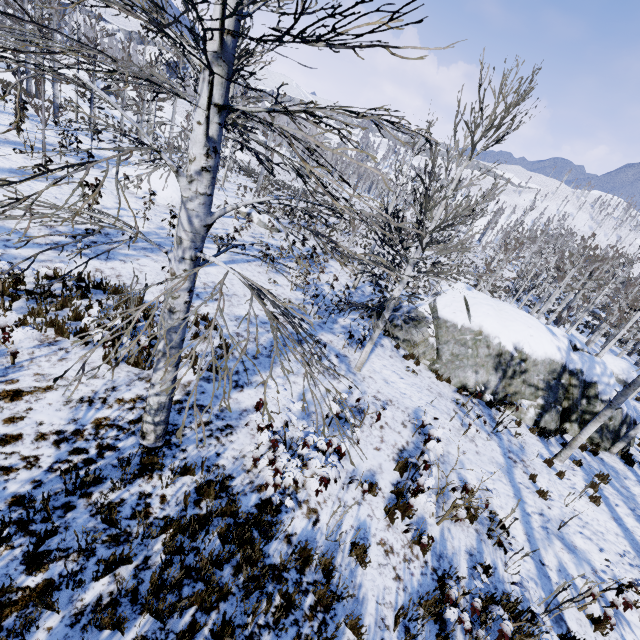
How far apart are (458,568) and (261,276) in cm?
1156

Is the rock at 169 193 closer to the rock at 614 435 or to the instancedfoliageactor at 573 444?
the instancedfoliageactor at 573 444

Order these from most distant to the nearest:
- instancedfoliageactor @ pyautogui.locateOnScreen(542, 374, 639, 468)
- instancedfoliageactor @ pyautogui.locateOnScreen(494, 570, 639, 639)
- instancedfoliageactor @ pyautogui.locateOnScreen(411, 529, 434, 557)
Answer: instancedfoliageactor @ pyautogui.locateOnScreen(542, 374, 639, 468) → instancedfoliageactor @ pyautogui.locateOnScreen(411, 529, 434, 557) → instancedfoliageactor @ pyautogui.locateOnScreen(494, 570, 639, 639)

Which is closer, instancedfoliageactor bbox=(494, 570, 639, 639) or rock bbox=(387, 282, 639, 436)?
instancedfoliageactor bbox=(494, 570, 639, 639)

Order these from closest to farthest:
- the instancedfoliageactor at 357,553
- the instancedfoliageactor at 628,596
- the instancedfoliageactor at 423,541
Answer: the instancedfoliageactor at 628,596 → the instancedfoliageactor at 357,553 → the instancedfoliageactor at 423,541

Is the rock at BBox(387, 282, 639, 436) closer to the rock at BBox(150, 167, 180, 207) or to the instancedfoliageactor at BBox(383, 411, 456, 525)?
the instancedfoliageactor at BBox(383, 411, 456, 525)

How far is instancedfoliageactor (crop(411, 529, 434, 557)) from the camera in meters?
5.0 m

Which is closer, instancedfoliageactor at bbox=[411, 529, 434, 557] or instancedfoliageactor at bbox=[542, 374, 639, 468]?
instancedfoliageactor at bbox=[411, 529, 434, 557]
